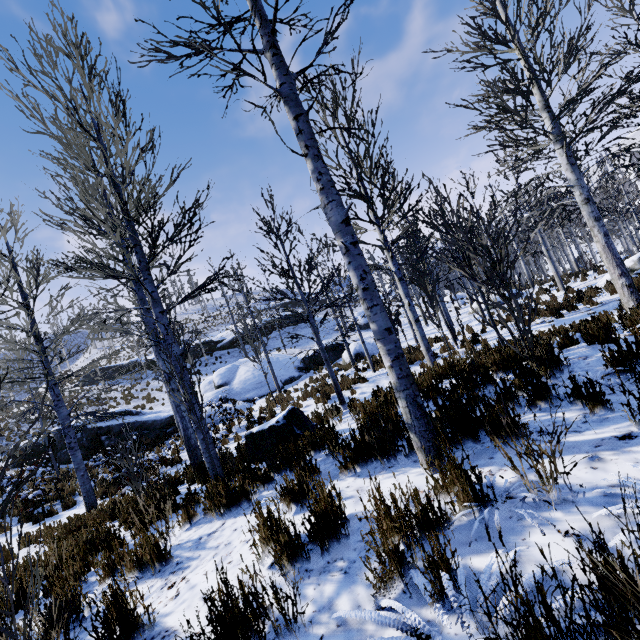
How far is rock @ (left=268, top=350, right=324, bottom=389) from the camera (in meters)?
21.53

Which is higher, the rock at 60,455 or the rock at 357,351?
the rock at 60,455

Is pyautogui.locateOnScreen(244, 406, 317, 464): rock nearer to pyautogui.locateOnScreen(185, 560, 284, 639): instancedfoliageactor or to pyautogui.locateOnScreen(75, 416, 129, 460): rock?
pyautogui.locateOnScreen(185, 560, 284, 639): instancedfoliageactor

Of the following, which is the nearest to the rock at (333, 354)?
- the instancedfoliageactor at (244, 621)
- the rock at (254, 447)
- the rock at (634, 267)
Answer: the rock at (254, 447)

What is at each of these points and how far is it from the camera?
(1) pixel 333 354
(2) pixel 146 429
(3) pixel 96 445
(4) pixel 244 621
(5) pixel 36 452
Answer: (1) rock, 25.4 meters
(2) rock, 16.8 meters
(3) rock, 16.2 meters
(4) instancedfoliageactor, 1.8 meters
(5) rock, 16.0 meters

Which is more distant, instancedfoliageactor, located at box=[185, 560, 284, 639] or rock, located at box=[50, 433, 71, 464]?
rock, located at box=[50, 433, 71, 464]

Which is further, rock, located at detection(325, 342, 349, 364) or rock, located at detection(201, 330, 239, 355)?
rock, located at detection(201, 330, 239, 355)
